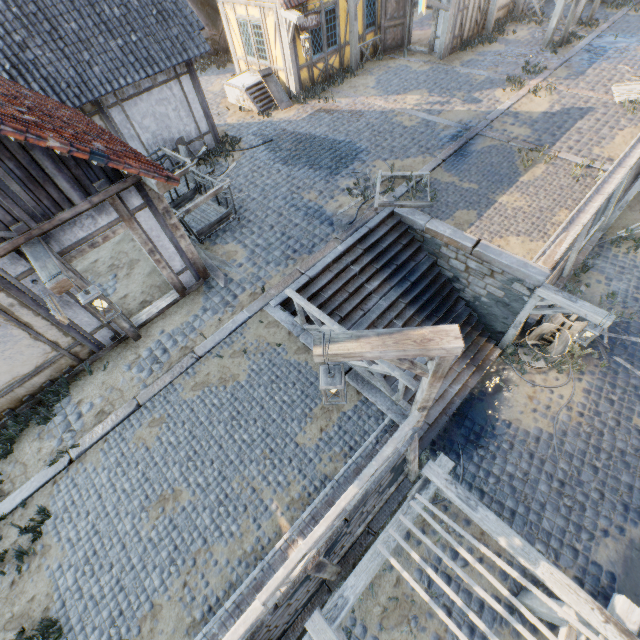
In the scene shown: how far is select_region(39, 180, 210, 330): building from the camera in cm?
562

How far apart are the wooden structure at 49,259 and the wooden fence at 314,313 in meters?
3.3

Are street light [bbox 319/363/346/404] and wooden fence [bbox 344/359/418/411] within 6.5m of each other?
yes

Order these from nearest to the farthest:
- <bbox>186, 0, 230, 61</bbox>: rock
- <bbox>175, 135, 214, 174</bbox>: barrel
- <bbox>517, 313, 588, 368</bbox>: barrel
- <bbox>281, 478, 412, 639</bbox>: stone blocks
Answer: <bbox>281, 478, 412, 639</bbox>: stone blocks, <bbox>517, 313, 588, 368</bbox>: barrel, <bbox>175, 135, 214, 174</bbox>: barrel, <bbox>186, 0, 230, 61</bbox>: rock

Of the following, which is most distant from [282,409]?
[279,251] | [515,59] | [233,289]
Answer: [515,59]

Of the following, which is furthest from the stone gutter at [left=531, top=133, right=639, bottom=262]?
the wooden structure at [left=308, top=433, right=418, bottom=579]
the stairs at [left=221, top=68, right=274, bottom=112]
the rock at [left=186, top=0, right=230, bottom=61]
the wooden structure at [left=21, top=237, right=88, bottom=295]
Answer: the rock at [left=186, top=0, right=230, bottom=61]

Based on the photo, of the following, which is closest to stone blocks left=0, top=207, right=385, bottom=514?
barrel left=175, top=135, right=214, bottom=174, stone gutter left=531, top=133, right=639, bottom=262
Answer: stone gutter left=531, top=133, right=639, bottom=262

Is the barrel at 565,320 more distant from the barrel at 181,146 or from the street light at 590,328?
the barrel at 181,146
